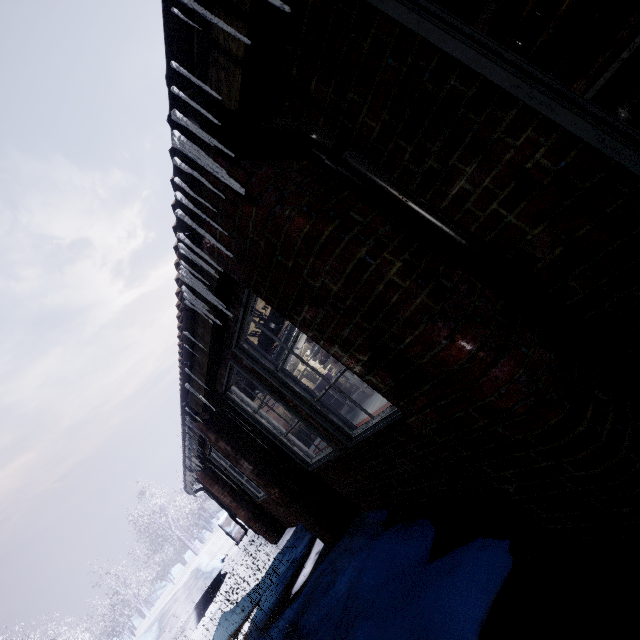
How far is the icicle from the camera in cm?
109

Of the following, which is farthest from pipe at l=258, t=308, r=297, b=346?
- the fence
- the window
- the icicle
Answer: the fence

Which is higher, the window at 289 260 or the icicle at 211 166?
the icicle at 211 166

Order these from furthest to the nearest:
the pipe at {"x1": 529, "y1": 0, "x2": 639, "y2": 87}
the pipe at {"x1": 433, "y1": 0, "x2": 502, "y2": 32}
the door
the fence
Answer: the fence → the pipe at {"x1": 529, "y1": 0, "x2": 639, "y2": 87} → the pipe at {"x1": 433, "y1": 0, "x2": 502, "y2": 32} → the door

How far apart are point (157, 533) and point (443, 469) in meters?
31.6 m

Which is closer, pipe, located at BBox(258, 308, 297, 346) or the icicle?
the icicle

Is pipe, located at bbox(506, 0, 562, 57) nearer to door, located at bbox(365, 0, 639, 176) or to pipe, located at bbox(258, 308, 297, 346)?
pipe, located at bbox(258, 308, 297, 346)

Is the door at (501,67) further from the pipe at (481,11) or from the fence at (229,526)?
the fence at (229,526)
